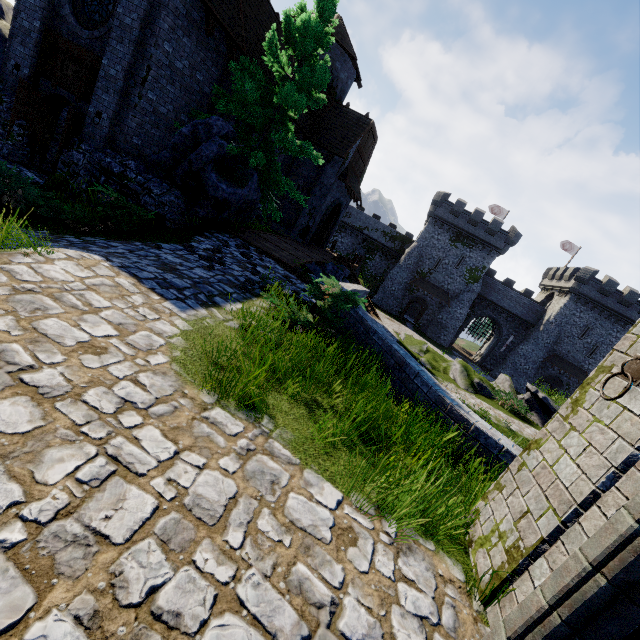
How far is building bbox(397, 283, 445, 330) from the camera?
44.34m

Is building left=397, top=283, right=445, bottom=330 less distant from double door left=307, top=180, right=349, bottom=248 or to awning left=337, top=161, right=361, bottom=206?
awning left=337, top=161, right=361, bottom=206

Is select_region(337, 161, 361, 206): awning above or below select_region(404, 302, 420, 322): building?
above

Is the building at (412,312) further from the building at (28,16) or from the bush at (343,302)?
the bush at (343,302)

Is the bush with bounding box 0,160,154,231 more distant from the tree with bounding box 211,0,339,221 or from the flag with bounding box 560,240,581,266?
the flag with bounding box 560,240,581,266

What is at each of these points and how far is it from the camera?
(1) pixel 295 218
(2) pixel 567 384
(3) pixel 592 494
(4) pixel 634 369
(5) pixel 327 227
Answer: (1) building, 21.7m
(2) building, 41.6m
(3) building, 2.3m
(4) chain ring, 2.5m
(5) double door, 25.6m

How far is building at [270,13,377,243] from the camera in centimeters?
2009cm

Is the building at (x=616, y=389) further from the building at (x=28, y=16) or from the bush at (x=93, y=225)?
the building at (x=28, y=16)
